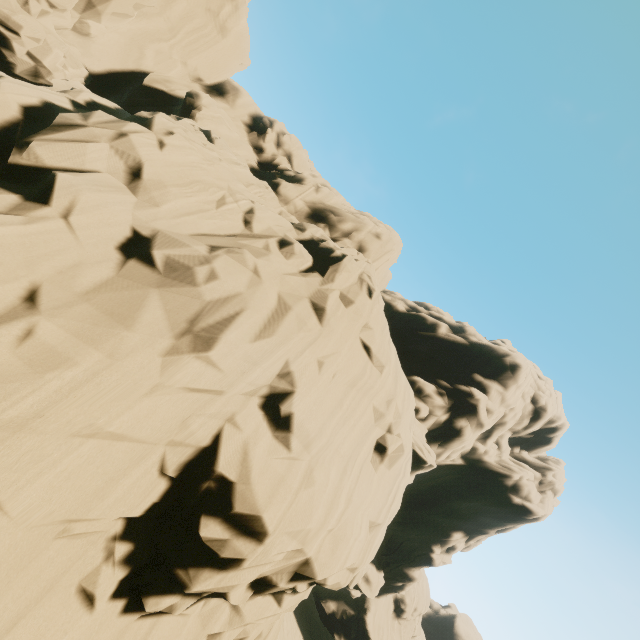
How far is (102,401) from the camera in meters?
6.4 m
